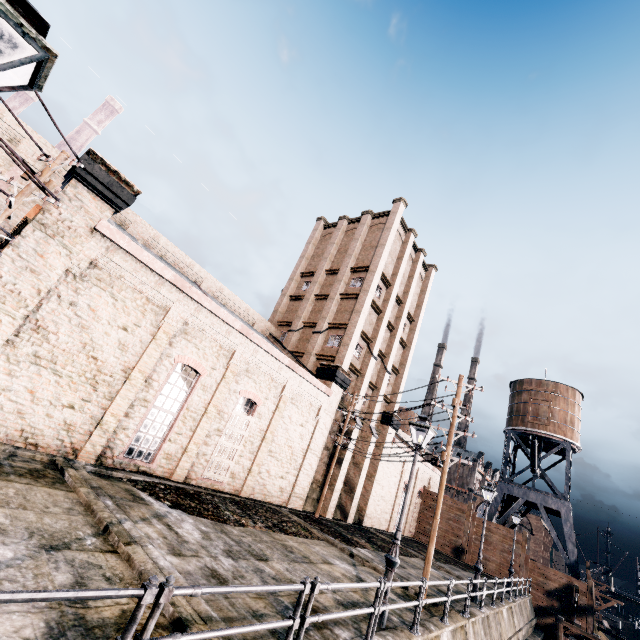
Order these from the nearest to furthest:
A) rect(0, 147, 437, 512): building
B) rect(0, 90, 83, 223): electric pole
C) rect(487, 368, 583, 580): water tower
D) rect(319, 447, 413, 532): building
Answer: rect(0, 90, 83, 223): electric pole < rect(0, 147, 437, 512): building < rect(319, 447, 413, 532): building < rect(487, 368, 583, 580): water tower

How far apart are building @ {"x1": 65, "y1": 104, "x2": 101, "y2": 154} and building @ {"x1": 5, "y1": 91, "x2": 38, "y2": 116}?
5.4m

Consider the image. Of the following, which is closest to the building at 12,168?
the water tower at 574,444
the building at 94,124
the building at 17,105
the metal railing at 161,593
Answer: the water tower at 574,444

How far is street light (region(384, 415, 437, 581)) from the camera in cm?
926

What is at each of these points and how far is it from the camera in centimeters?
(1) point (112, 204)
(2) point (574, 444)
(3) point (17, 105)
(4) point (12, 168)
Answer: (1) building, 1284cm
(2) water tower, 3697cm
(3) building, 5125cm
(4) building, 1784cm

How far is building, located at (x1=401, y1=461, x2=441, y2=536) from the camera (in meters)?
35.54

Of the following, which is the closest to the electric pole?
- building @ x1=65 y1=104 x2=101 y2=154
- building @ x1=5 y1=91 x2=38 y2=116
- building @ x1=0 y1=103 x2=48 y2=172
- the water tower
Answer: building @ x1=0 y1=103 x2=48 y2=172

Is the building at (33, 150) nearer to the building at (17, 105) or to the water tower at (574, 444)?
the water tower at (574, 444)
